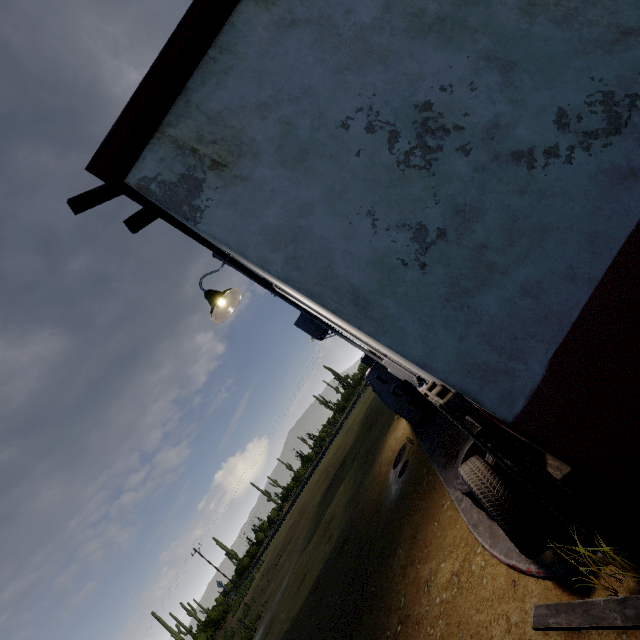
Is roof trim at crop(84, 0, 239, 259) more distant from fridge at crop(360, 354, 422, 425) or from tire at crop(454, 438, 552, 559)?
tire at crop(454, 438, 552, 559)

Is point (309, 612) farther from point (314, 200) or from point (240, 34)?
point (240, 34)

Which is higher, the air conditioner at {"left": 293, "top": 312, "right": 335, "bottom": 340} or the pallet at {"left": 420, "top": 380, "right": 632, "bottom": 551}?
the air conditioner at {"left": 293, "top": 312, "right": 335, "bottom": 340}

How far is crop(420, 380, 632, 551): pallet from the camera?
1.77m

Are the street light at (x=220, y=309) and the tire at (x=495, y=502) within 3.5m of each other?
yes

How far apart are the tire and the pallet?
0.08m

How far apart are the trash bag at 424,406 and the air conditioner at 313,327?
1.59m

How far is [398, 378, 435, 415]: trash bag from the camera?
6.6 meters
